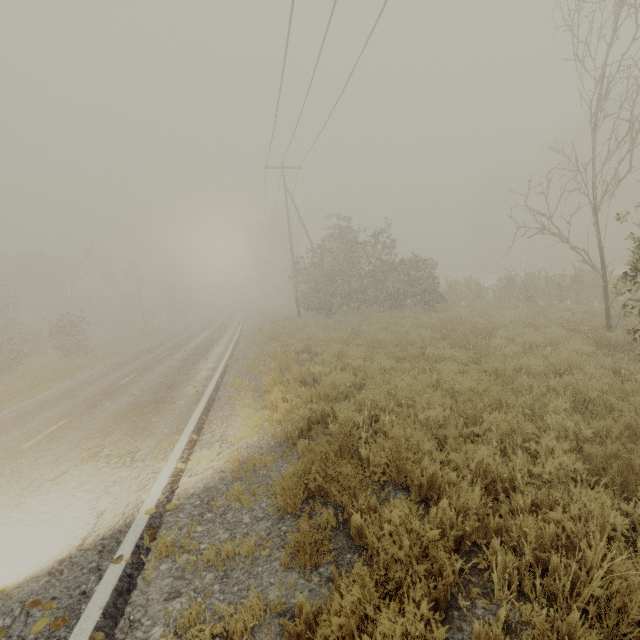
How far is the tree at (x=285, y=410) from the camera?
3.21m

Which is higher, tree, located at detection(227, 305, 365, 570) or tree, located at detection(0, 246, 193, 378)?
tree, located at detection(0, 246, 193, 378)

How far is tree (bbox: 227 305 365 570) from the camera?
3.2 meters

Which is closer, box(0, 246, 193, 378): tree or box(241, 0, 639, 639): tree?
box(241, 0, 639, 639): tree

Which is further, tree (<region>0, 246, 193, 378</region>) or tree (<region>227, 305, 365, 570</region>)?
tree (<region>0, 246, 193, 378</region>)

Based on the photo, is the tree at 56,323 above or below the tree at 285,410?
above

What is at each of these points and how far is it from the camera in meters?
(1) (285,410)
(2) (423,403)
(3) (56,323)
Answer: (1) tree, 6.9 m
(2) tree, 5.6 m
(3) tree, 21.6 m
